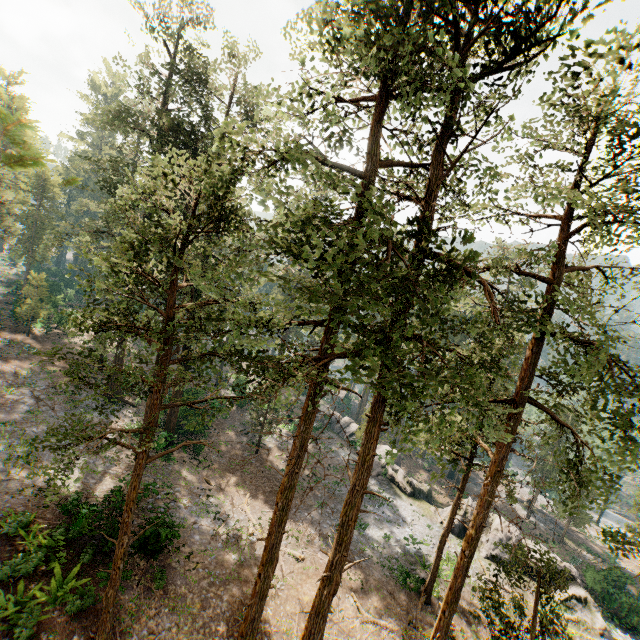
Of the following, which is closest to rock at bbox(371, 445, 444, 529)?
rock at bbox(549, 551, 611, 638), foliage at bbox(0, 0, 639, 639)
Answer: rock at bbox(549, 551, 611, 638)

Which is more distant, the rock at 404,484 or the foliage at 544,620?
the rock at 404,484

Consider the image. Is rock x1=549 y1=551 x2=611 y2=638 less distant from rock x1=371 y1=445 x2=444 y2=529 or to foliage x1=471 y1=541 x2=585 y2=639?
rock x1=371 y1=445 x2=444 y2=529

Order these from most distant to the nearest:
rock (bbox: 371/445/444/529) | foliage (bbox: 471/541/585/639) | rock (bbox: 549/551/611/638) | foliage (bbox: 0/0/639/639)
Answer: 1. rock (bbox: 371/445/444/529)
2. rock (bbox: 549/551/611/638)
3. foliage (bbox: 471/541/585/639)
4. foliage (bbox: 0/0/639/639)

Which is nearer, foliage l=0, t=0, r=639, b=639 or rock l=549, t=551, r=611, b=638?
foliage l=0, t=0, r=639, b=639

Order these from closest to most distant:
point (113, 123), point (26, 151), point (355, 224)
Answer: point (26, 151) < point (355, 224) < point (113, 123)

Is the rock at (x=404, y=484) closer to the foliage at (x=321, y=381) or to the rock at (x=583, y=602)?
the rock at (x=583, y=602)

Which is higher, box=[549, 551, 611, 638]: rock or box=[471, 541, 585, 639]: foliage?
box=[471, 541, 585, 639]: foliage
